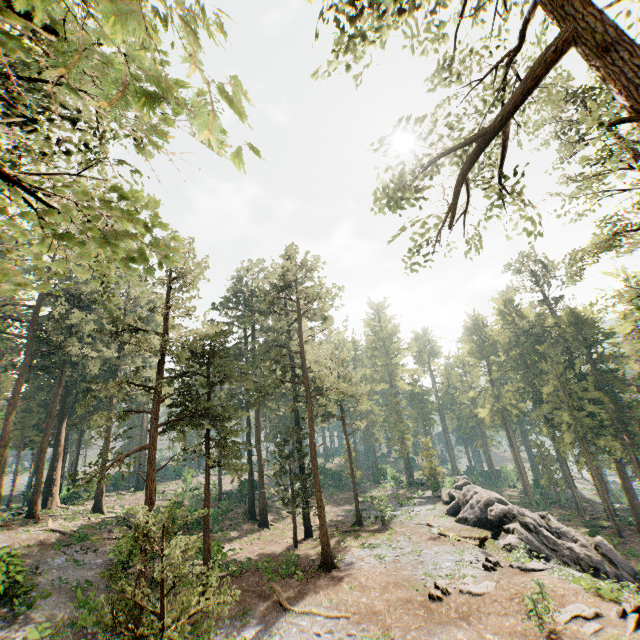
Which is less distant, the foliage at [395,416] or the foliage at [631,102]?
the foliage at [631,102]

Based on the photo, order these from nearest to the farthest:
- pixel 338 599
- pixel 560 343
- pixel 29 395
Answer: pixel 338 599 → pixel 560 343 → pixel 29 395

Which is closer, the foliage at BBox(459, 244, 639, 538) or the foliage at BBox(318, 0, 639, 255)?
the foliage at BBox(318, 0, 639, 255)

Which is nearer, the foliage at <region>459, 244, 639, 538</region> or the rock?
the rock

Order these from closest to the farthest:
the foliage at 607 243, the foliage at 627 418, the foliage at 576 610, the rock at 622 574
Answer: the foliage at 576 610, the foliage at 607 243, the rock at 622 574, the foliage at 627 418
